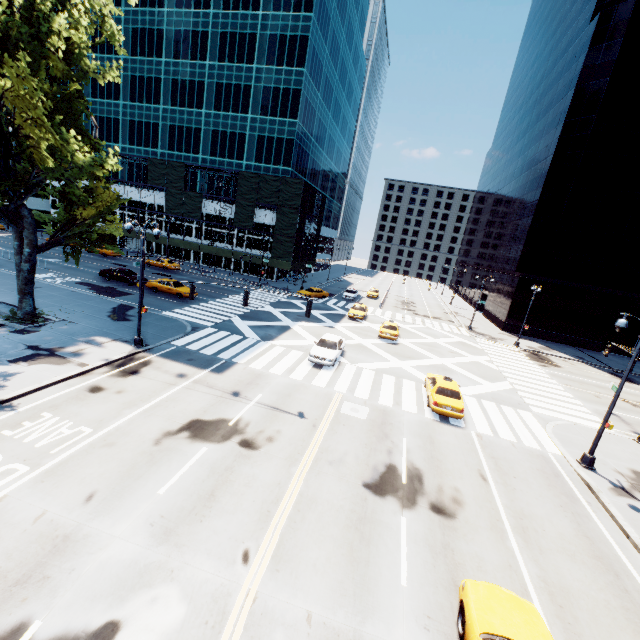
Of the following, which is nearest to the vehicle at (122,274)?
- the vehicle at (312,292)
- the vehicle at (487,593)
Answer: the vehicle at (312,292)

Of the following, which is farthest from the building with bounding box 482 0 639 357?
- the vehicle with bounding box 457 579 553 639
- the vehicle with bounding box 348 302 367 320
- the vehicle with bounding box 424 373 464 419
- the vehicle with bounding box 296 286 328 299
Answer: the vehicle with bounding box 457 579 553 639

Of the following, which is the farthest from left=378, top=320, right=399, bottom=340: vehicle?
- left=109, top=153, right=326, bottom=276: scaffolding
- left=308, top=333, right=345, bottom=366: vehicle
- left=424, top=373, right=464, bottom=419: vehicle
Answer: left=109, top=153, right=326, bottom=276: scaffolding

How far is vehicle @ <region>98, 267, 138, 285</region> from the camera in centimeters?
3384cm

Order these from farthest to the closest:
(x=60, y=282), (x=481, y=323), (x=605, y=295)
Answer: (x=481, y=323) < (x=605, y=295) < (x=60, y=282)

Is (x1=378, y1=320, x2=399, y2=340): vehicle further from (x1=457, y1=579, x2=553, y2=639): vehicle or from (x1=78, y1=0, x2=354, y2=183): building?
(x1=78, y1=0, x2=354, y2=183): building

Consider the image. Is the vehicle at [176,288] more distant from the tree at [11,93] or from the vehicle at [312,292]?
the vehicle at [312,292]

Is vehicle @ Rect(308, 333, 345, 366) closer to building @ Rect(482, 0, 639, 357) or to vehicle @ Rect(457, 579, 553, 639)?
vehicle @ Rect(457, 579, 553, 639)
